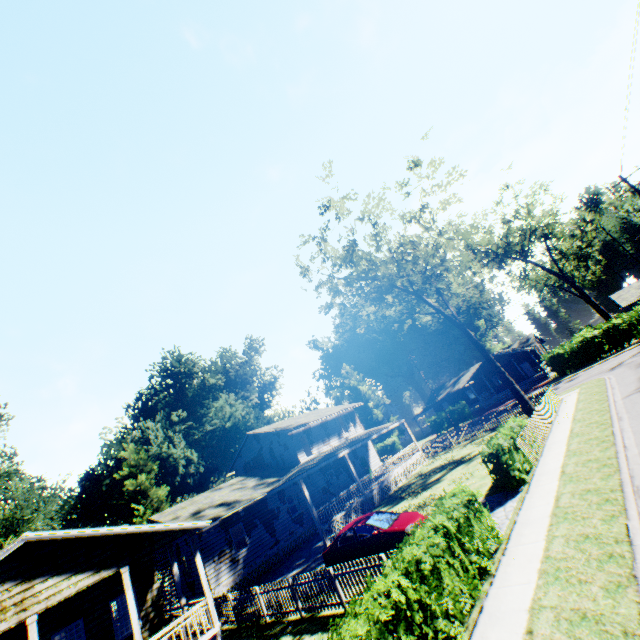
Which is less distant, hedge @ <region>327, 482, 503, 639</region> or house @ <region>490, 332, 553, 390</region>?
hedge @ <region>327, 482, 503, 639</region>

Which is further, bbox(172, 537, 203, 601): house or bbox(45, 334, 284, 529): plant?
bbox(45, 334, 284, 529): plant

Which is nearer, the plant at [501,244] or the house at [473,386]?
the plant at [501,244]

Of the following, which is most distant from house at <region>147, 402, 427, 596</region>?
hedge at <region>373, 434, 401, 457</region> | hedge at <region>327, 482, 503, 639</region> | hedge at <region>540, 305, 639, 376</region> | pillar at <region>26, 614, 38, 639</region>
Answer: hedge at <region>540, 305, 639, 376</region>

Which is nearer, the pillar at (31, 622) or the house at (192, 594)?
the pillar at (31, 622)

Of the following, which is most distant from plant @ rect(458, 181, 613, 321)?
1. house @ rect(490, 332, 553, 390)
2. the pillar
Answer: the pillar

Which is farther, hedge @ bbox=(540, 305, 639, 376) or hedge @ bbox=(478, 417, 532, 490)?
hedge @ bbox=(540, 305, 639, 376)

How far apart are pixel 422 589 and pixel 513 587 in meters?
2.4 m
